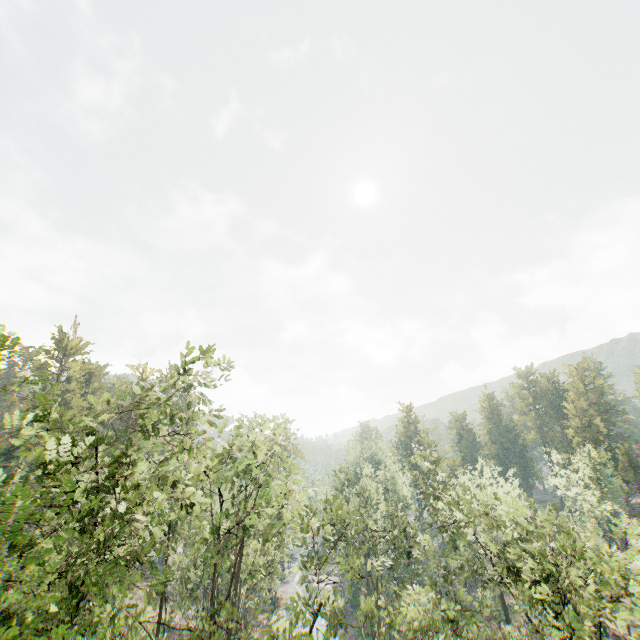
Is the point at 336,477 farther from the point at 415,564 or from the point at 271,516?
the point at 271,516

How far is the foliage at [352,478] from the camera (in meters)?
39.56

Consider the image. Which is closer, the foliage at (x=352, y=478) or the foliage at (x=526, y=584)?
the foliage at (x=526, y=584)

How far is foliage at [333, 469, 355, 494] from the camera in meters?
39.6 m

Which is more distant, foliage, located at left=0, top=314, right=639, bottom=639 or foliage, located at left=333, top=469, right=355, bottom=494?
foliage, located at left=333, top=469, right=355, bottom=494
